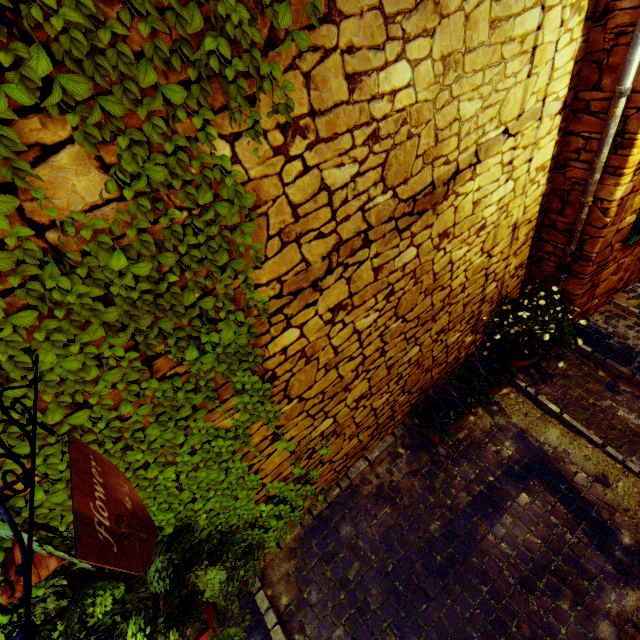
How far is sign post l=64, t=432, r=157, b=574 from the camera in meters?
1.0

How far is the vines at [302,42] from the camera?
1.4 meters

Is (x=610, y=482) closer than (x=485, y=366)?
Yes

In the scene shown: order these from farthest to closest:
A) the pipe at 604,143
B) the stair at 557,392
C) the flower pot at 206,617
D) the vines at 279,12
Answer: the stair at 557,392
the pipe at 604,143
the flower pot at 206,617
the vines at 279,12

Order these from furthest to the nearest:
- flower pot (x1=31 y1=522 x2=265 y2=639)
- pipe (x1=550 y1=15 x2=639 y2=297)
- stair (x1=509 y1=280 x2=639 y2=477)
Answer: stair (x1=509 y1=280 x2=639 y2=477) < pipe (x1=550 y1=15 x2=639 y2=297) < flower pot (x1=31 y1=522 x2=265 y2=639)

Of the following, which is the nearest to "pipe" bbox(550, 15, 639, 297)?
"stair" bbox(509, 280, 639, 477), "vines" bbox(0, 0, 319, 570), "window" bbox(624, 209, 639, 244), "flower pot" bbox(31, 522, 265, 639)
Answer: "stair" bbox(509, 280, 639, 477)

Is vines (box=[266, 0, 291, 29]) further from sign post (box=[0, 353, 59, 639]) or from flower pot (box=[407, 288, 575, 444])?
flower pot (box=[407, 288, 575, 444])

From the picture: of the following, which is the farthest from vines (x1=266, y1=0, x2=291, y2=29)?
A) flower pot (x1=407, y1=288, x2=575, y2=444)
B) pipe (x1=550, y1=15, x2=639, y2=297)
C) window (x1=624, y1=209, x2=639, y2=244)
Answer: window (x1=624, y1=209, x2=639, y2=244)
